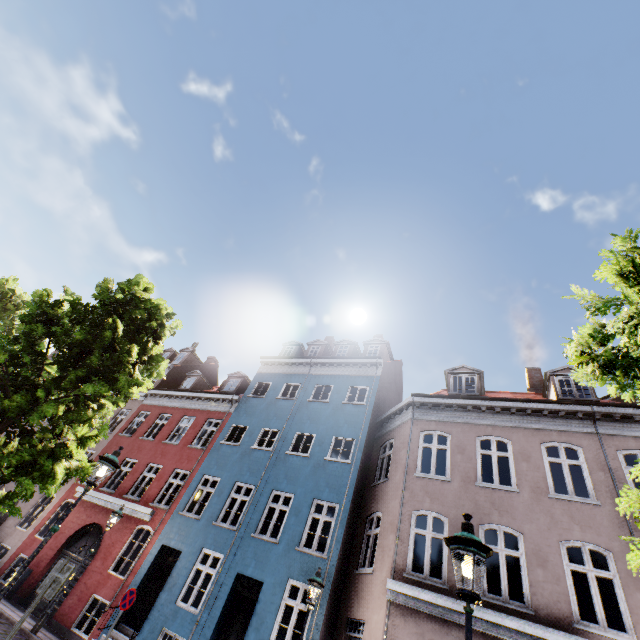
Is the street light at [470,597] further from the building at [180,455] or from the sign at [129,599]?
the sign at [129,599]

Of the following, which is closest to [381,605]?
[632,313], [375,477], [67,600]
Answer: [375,477]

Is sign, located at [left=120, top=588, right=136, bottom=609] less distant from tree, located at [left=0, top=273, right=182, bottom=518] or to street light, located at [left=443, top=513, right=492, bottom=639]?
tree, located at [left=0, top=273, right=182, bottom=518]

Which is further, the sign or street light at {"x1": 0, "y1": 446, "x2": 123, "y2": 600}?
the sign

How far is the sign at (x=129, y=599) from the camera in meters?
10.0

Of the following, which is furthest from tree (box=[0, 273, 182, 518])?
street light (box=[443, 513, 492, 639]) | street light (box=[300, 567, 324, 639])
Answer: street light (box=[300, 567, 324, 639])

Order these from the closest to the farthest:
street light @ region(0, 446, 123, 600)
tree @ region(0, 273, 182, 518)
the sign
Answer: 1. street light @ region(0, 446, 123, 600)
2. tree @ region(0, 273, 182, 518)
3. the sign

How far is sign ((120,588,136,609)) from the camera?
10.02m
